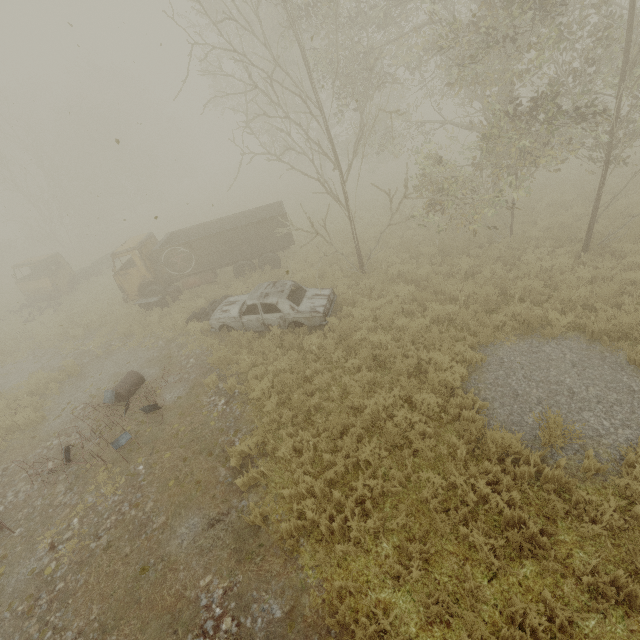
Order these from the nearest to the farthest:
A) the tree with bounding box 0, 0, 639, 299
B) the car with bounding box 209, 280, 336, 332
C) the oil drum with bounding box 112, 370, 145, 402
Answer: the tree with bounding box 0, 0, 639, 299 < the oil drum with bounding box 112, 370, 145, 402 < the car with bounding box 209, 280, 336, 332

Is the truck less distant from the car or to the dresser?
the dresser

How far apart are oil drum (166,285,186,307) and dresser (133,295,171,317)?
0.2 meters

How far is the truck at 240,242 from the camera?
13.85m

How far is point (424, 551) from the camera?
4.73m

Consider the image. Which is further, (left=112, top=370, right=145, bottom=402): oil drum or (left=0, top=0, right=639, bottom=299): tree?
(left=112, top=370, right=145, bottom=402): oil drum

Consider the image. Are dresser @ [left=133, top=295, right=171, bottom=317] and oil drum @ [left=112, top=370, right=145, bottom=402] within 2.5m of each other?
no

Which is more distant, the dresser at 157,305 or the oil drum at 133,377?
the dresser at 157,305
